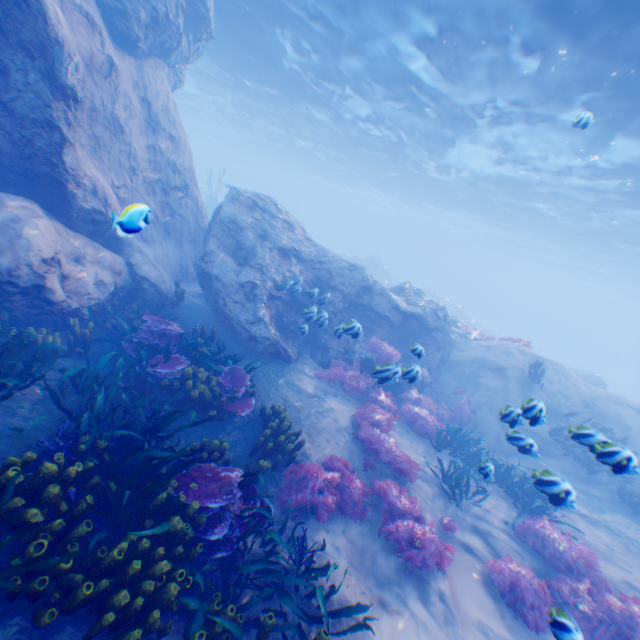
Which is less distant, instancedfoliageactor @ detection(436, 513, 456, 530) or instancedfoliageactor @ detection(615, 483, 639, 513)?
instancedfoliageactor @ detection(436, 513, 456, 530)

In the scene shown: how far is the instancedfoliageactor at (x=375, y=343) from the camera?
8.04m

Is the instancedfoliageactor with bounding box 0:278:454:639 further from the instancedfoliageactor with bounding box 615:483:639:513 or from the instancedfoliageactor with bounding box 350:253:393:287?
the instancedfoliageactor with bounding box 350:253:393:287

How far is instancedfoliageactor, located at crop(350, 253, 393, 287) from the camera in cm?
3391

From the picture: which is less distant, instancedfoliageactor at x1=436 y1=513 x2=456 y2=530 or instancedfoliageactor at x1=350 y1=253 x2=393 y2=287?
instancedfoliageactor at x1=436 y1=513 x2=456 y2=530

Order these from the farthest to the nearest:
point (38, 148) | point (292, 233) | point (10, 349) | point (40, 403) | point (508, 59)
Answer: point (292, 233) < point (508, 59) < point (38, 148) < point (10, 349) < point (40, 403)

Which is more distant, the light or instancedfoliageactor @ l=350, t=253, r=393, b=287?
instancedfoliageactor @ l=350, t=253, r=393, b=287

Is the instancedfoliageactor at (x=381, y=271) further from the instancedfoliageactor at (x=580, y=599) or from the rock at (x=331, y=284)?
the instancedfoliageactor at (x=580, y=599)
